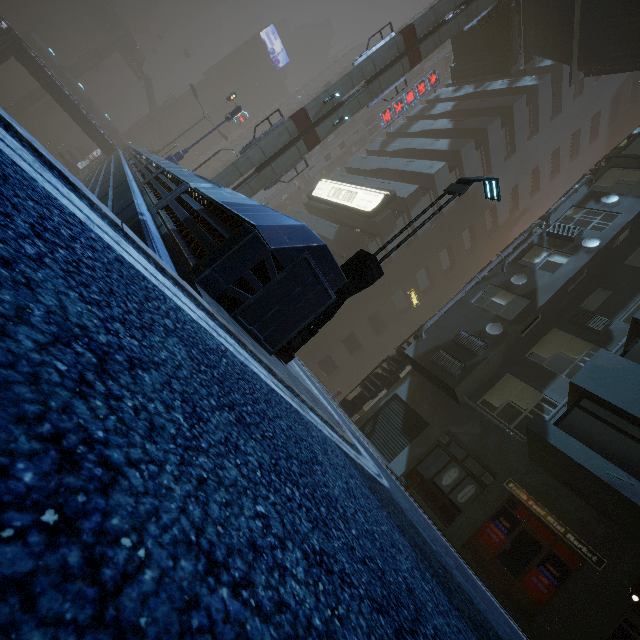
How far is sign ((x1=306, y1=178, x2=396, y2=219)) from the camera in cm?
2475

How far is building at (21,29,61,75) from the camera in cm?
5638

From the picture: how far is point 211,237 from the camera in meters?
6.1

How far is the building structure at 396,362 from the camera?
16.38m

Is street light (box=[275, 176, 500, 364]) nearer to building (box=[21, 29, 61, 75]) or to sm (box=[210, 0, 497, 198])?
building (box=[21, 29, 61, 75])

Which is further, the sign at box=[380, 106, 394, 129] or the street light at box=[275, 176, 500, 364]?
the sign at box=[380, 106, 394, 129]

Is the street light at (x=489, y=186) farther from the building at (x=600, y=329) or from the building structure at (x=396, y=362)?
the building structure at (x=396, y=362)

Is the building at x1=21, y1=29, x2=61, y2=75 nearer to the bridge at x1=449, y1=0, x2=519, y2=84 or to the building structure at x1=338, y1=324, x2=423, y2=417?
the building structure at x1=338, y1=324, x2=423, y2=417
